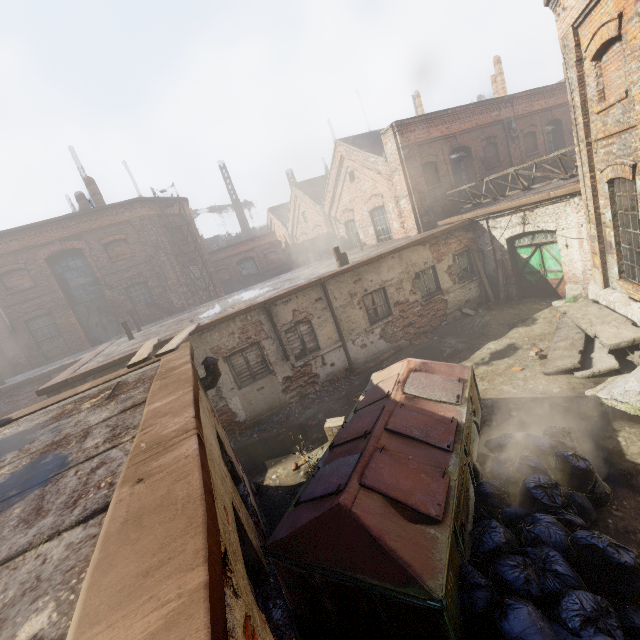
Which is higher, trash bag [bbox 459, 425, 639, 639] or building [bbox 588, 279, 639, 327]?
building [bbox 588, 279, 639, 327]

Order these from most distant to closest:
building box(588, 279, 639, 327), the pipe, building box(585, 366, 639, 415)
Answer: the pipe
building box(588, 279, 639, 327)
building box(585, 366, 639, 415)

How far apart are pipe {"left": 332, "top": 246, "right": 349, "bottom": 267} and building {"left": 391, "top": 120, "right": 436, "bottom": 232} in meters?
4.4

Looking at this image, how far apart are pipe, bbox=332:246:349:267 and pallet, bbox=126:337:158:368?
6.6 meters

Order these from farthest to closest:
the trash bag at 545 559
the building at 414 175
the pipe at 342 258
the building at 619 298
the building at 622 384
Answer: the building at 414 175 → the pipe at 342 258 → the building at 619 298 → the building at 622 384 → the trash bag at 545 559

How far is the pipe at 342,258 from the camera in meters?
12.1

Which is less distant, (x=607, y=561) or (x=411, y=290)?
(x=607, y=561)

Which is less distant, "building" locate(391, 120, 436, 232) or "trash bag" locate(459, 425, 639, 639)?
"trash bag" locate(459, 425, 639, 639)
